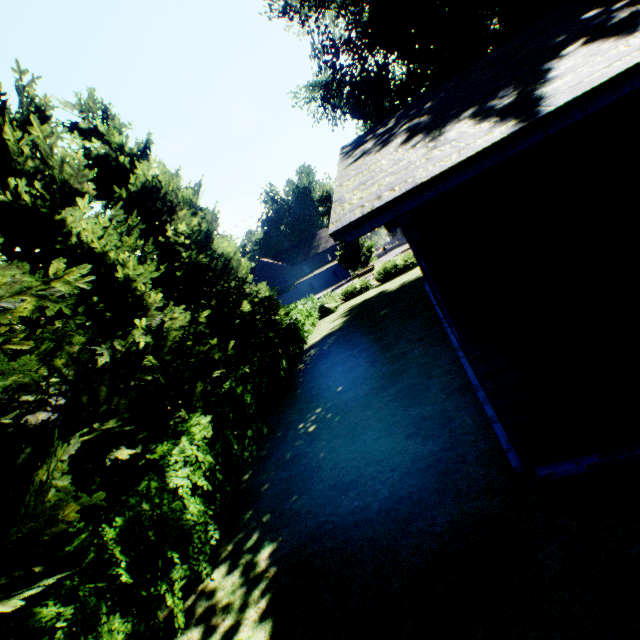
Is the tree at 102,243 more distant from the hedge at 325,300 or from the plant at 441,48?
the plant at 441,48

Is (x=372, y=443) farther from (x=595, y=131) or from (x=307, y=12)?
(x=307, y=12)

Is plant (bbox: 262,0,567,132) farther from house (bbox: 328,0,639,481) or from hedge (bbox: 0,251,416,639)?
house (bbox: 328,0,639,481)

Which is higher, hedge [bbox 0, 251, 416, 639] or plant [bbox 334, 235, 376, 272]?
plant [bbox 334, 235, 376, 272]

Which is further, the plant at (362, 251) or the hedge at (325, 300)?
the plant at (362, 251)

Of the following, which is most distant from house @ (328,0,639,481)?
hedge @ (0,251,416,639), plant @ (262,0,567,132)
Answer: plant @ (262,0,567,132)

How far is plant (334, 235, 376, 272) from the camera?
52.46m

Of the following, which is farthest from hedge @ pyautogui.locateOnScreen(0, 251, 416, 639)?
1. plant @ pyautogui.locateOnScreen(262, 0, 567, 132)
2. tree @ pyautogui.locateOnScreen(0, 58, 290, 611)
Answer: plant @ pyautogui.locateOnScreen(262, 0, 567, 132)
